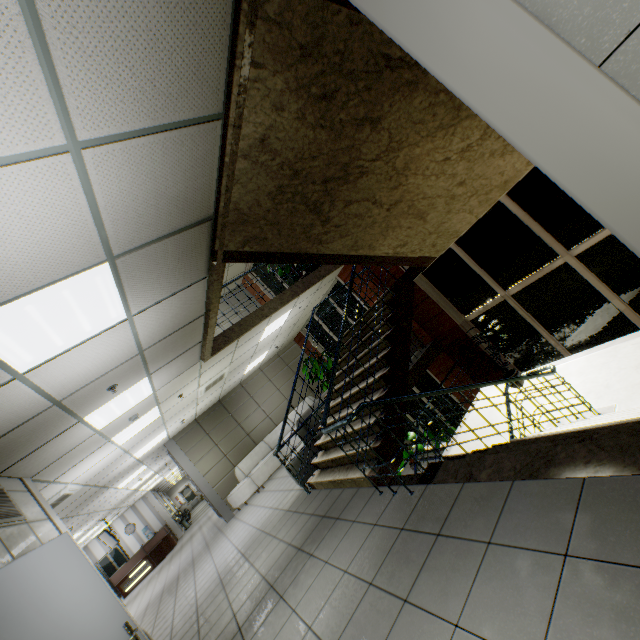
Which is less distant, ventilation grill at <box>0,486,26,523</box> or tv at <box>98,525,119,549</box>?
ventilation grill at <box>0,486,26,523</box>

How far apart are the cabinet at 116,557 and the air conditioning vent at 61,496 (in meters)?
14.54

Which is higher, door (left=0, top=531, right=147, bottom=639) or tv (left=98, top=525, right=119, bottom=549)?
tv (left=98, top=525, right=119, bottom=549)

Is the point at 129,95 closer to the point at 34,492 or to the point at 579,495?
the point at 579,495

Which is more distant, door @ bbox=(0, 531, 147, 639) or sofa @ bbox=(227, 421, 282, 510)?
sofa @ bbox=(227, 421, 282, 510)

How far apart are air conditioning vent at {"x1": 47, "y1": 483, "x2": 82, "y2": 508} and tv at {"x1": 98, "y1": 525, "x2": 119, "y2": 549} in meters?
8.7

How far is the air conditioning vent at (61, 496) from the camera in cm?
627

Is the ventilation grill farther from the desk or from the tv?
the desk
